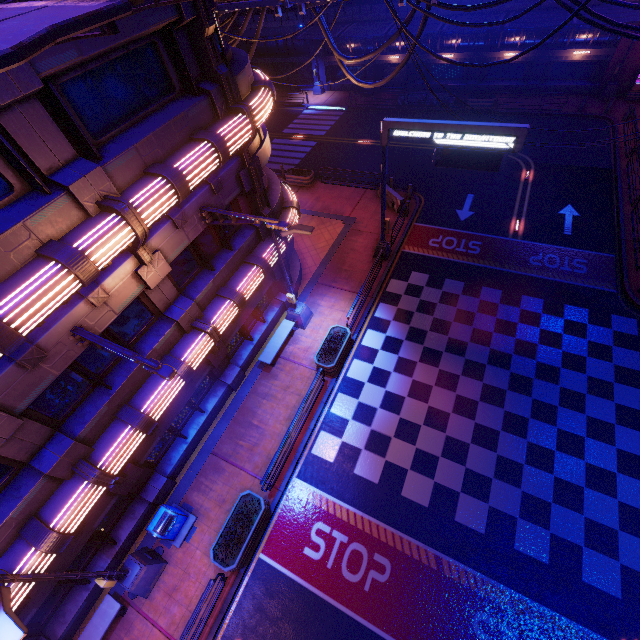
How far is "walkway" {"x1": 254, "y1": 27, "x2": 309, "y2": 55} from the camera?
33.31m

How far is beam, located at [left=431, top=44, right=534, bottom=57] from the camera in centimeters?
2701cm

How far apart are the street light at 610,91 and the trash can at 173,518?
39.7 meters

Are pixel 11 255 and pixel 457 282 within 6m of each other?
no

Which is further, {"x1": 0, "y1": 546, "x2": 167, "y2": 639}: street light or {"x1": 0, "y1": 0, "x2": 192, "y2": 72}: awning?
{"x1": 0, "y1": 546, "x2": 167, "y2": 639}: street light

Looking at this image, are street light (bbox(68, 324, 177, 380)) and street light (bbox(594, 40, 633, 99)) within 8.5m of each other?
no

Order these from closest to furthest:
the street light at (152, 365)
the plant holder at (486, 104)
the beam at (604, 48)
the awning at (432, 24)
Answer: the street light at (152, 365) < the awning at (432, 24) < the beam at (604, 48) < the plant holder at (486, 104)

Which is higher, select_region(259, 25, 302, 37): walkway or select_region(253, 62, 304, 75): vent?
select_region(259, 25, 302, 37): walkway
